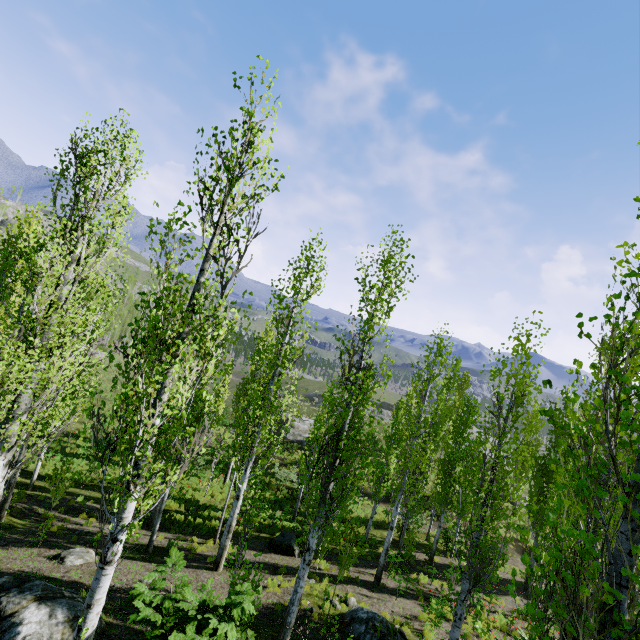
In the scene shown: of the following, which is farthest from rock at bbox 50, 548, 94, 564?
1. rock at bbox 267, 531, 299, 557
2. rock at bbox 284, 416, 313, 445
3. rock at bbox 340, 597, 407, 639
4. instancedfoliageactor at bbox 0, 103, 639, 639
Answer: A: rock at bbox 284, 416, 313, 445

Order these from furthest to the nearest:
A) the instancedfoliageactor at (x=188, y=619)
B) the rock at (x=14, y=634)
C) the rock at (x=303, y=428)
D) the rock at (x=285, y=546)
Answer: the rock at (x=303, y=428) → the rock at (x=285, y=546) → the rock at (x=14, y=634) → the instancedfoliageactor at (x=188, y=619)

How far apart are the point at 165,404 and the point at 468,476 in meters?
7.9

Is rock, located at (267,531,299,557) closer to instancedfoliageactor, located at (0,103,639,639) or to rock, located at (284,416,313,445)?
instancedfoliageactor, located at (0,103,639,639)

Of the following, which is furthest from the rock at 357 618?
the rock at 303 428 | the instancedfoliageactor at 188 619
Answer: the rock at 303 428

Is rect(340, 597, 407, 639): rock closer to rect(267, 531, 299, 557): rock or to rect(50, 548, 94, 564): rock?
rect(267, 531, 299, 557): rock

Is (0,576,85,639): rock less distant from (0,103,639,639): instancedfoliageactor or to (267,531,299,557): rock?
(0,103,639,639): instancedfoliageactor

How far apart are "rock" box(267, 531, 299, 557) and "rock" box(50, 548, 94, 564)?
7.3 meters
